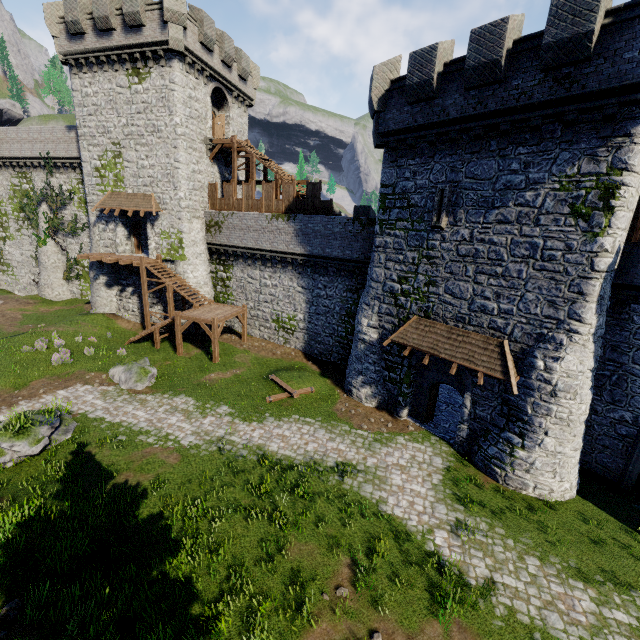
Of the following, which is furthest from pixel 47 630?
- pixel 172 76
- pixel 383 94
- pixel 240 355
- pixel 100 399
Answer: pixel 172 76

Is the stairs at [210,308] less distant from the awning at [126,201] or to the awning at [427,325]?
the awning at [126,201]

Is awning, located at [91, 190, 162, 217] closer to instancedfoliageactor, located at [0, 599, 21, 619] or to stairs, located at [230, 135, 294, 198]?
stairs, located at [230, 135, 294, 198]

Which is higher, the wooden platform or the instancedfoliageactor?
the wooden platform

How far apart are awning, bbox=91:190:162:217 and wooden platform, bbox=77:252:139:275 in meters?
3.1 m

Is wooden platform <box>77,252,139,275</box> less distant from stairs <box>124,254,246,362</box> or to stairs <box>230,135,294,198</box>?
stairs <box>124,254,246,362</box>

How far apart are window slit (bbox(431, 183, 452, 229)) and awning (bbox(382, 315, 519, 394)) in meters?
4.1 m

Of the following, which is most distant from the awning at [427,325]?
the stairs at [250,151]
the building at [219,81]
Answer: the building at [219,81]
